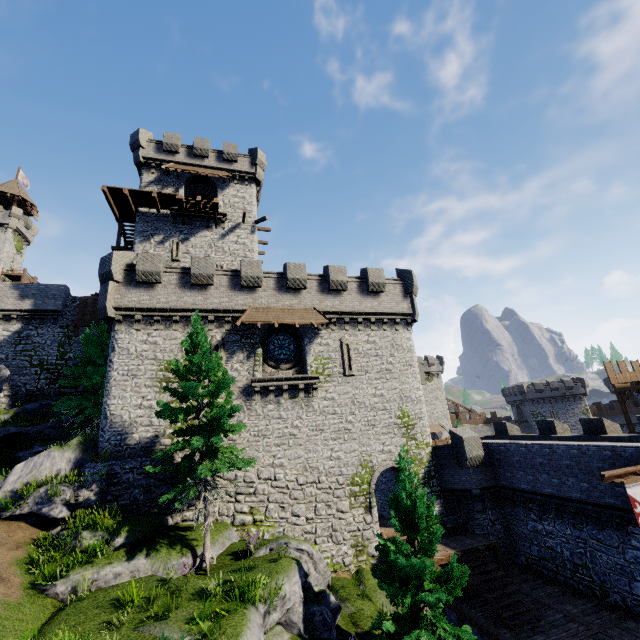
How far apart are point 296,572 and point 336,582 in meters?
5.0

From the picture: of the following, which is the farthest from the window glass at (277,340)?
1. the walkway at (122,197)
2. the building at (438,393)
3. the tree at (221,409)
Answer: the building at (438,393)

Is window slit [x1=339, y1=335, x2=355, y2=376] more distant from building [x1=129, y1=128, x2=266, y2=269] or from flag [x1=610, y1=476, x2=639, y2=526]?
flag [x1=610, y1=476, x2=639, y2=526]

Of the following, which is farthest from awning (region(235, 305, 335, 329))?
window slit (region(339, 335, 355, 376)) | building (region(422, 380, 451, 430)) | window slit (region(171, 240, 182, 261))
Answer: building (region(422, 380, 451, 430))

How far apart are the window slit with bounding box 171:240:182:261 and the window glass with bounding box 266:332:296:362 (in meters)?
10.82

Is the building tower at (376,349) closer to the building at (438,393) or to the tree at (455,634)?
the tree at (455,634)

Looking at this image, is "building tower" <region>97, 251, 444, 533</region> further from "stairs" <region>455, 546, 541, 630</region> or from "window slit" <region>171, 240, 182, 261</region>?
"window slit" <region>171, 240, 182, 261</region>

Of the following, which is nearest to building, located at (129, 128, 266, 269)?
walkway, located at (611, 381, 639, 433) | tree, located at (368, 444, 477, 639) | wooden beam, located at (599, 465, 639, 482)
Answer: tree, located at (368, 444, 477, 639)
